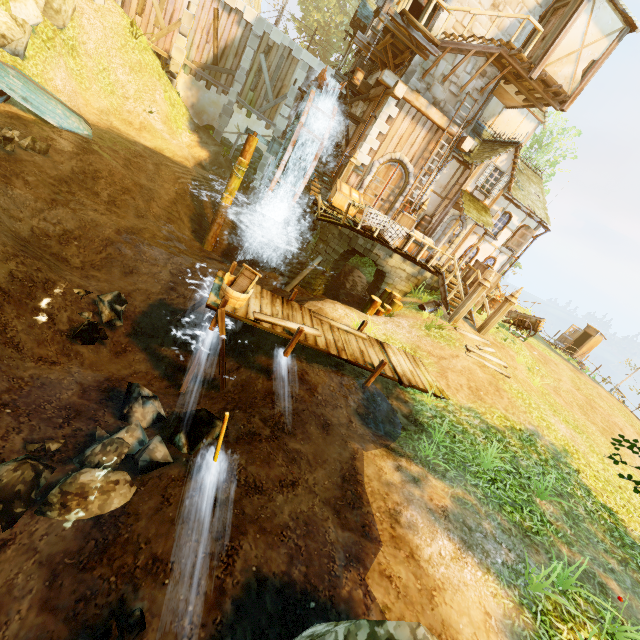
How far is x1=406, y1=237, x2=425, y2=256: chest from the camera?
14.02m

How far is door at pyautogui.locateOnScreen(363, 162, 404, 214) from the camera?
15.64m

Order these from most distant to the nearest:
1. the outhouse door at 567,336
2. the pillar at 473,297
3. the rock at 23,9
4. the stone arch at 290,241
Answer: the outhouse door at 567,336, the stone arch at 290,241, the pillar at 473,297, the rock at 23,9

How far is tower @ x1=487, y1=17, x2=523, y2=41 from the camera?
13.36m

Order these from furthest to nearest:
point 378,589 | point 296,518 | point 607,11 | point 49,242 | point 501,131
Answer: point 501,131 → point 607,11 → point 49,242 → point 296,518 → point 378,589

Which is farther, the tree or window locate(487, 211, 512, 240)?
the tree

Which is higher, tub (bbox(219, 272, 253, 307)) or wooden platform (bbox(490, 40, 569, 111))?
wooden platform (bbox(490, 40, 569, 111))

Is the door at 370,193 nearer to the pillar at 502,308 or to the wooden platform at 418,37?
the wooden platform at 418,37
